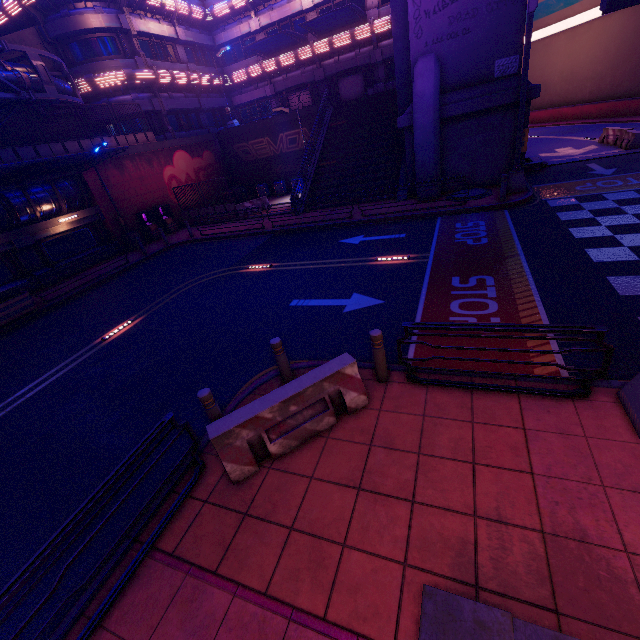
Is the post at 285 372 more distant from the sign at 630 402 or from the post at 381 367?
the sign at 630 402

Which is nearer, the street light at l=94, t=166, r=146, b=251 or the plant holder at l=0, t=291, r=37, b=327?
the plant holder at l=0, t=291, r=37, b=327

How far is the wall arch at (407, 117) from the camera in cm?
1598

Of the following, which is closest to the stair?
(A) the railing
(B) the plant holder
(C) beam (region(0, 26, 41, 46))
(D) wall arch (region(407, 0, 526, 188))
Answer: (D) wall arch (region(407, 0, 526, 188))

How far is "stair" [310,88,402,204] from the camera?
19.84m

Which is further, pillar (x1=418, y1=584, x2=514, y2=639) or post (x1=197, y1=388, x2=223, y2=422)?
post (x1=197, y1=388, x2=223, y2=422)

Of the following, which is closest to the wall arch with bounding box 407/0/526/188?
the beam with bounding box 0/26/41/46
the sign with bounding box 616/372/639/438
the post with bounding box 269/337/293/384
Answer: the sign with bounding box 616/372/639/438

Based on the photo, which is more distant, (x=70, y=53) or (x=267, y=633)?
(x=70, y=53)
